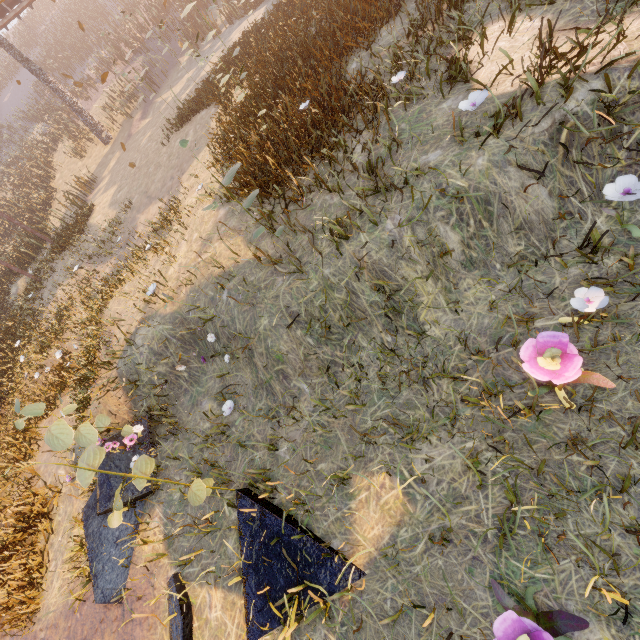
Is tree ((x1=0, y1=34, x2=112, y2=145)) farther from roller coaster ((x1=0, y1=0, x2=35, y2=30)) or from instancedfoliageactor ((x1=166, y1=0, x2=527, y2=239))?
instancedfoliageactor ((x1=166, y1=0, x2=527, y2=239))

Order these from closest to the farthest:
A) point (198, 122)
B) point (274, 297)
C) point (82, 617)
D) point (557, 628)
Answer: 1. point (557, 628)
2. point (274, 297)
3. point (82, 617)
4. point (198, 122)

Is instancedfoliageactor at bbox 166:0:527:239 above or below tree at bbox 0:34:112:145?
below

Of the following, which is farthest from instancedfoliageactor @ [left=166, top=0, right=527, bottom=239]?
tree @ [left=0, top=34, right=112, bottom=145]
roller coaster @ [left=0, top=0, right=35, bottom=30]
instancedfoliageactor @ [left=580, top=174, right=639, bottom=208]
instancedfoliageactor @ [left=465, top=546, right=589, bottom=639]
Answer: roller coaster @ [left=0, top=0, right=35, bottom=30]

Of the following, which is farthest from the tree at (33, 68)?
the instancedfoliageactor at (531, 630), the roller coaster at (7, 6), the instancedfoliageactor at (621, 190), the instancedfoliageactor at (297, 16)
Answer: the instancedfoliageactor at (531, 630)

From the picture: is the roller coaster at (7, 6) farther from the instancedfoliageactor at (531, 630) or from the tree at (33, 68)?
the instancedfoliageactor at (531, 630)

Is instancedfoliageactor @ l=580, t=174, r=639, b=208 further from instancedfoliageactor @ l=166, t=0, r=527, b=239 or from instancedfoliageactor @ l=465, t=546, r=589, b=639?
instancedfoliageactor @ l=166, t=0, r=527, b=239

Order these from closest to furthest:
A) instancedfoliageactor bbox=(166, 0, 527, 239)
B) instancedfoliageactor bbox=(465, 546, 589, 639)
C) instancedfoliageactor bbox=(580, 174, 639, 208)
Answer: instancedfoliageactor bbox=(465, 546, 589, 639) < instancedfoliageactor bbox=(580, 174, 639, 208) < instancedfoliageactor bbox=(166, 0, 527, 239)
